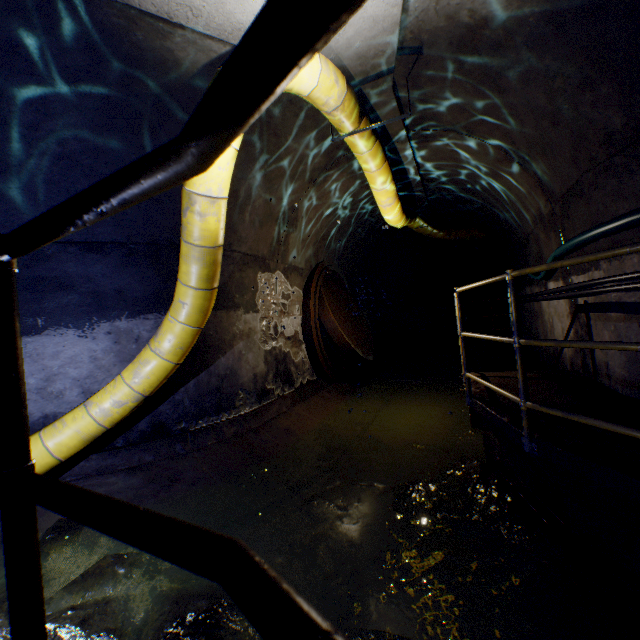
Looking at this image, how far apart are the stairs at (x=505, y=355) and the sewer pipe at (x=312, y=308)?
2.80m

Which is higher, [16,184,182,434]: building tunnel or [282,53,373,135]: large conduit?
[282,53,373,135]: large conduit

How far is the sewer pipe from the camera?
6.9m

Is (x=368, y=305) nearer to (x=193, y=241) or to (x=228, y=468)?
(x=228, y=468)

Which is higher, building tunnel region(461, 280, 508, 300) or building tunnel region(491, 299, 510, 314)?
building tunnel region(461, 280, 508, 300)

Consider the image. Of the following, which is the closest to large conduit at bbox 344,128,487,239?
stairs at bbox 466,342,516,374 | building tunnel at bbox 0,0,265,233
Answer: building tunnel at bbox 0,0,265,233

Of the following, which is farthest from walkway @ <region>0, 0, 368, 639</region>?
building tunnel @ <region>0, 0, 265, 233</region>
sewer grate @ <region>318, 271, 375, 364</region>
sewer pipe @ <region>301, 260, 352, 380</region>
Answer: sewer grate @ <region>318, 271, 375, 364</region>

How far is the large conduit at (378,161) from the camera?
4.4m
